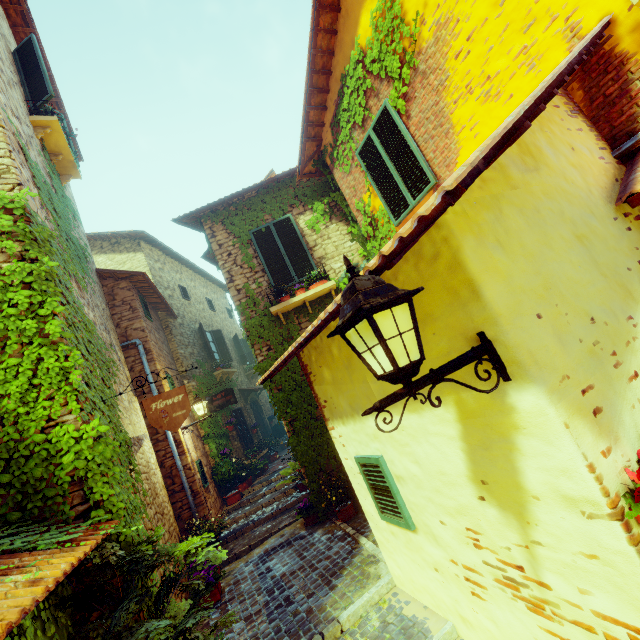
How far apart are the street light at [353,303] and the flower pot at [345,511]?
5.3m

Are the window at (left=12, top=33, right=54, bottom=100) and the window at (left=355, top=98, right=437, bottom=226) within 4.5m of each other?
no

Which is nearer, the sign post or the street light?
the street light

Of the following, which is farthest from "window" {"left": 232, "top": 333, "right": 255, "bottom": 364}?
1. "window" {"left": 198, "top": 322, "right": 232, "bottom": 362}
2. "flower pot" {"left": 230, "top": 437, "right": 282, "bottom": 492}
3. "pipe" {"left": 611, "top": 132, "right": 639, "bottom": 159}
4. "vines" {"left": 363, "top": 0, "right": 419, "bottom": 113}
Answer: "pipe" {"left": 611, "top": 132, "right": 639, "bottom": 159}

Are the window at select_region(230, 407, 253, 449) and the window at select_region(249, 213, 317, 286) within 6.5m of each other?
no

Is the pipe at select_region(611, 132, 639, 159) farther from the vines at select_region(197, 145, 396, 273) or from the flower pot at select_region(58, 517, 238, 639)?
the flower pot at select_region(58, 517, 238, 639)

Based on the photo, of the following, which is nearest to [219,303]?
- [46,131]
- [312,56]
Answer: [46,131]

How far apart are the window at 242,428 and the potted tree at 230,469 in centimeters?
218cm
